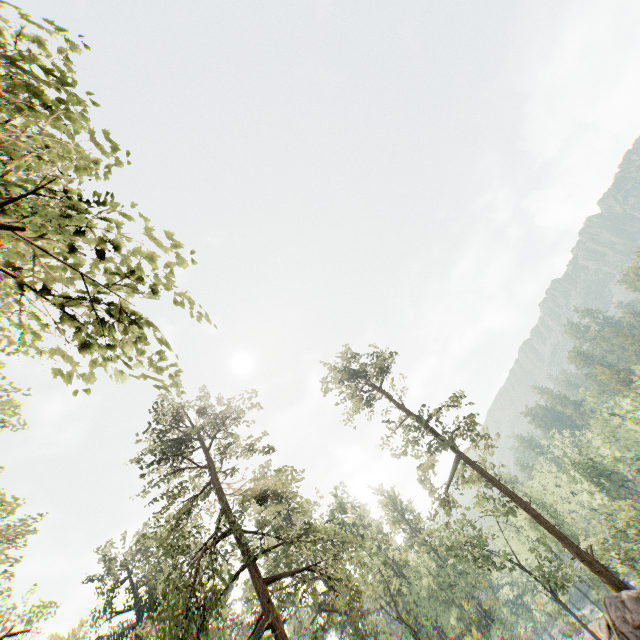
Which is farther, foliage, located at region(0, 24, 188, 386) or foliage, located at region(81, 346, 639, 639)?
foliage, located at region(81, 346, 639, 639)

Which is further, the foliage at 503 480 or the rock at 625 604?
the foliage at 503 480

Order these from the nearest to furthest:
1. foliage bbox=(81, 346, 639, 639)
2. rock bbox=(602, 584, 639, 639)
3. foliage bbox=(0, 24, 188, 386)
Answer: foliage bbox=(0, 24, 188, 386), rock bbox=(602, 584, 639, 639), foliage bbox=(81, 346, 639, 639)

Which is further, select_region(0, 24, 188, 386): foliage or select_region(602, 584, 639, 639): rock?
select_region(602, 584, 639, 639): rock

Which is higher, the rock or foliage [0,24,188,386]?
foliage [0,24,188,386]

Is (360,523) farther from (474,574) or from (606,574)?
(474,574)

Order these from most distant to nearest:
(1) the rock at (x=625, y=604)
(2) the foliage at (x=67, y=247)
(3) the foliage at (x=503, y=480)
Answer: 1. (3) the foliage at (x=503, y=480)
2. (1) the rock at (x=625, y=604)
3. (2) the foliage at (x=67, y=247)
